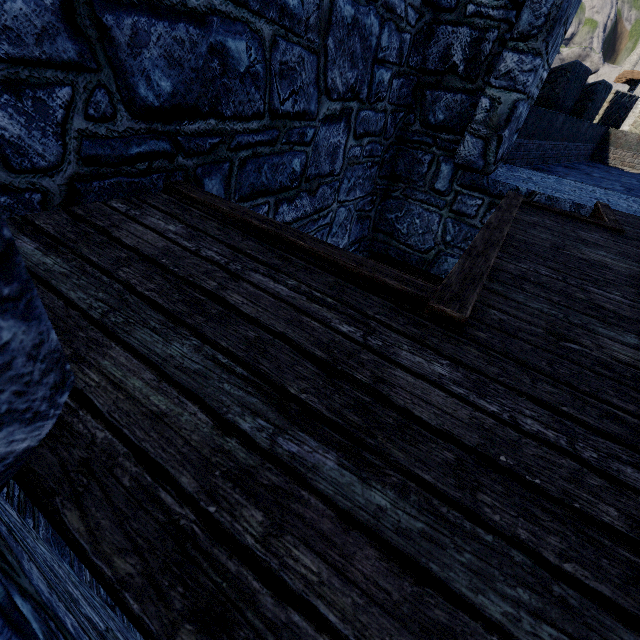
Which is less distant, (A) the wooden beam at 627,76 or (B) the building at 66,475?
(B) the building at 66,475

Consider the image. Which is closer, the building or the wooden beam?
the building

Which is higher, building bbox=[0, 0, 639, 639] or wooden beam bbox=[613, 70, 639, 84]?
wooden beam bbox=[613, 70, 639, 84]

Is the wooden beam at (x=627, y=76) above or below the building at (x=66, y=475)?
above

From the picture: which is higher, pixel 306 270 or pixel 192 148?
pixel 192 148
